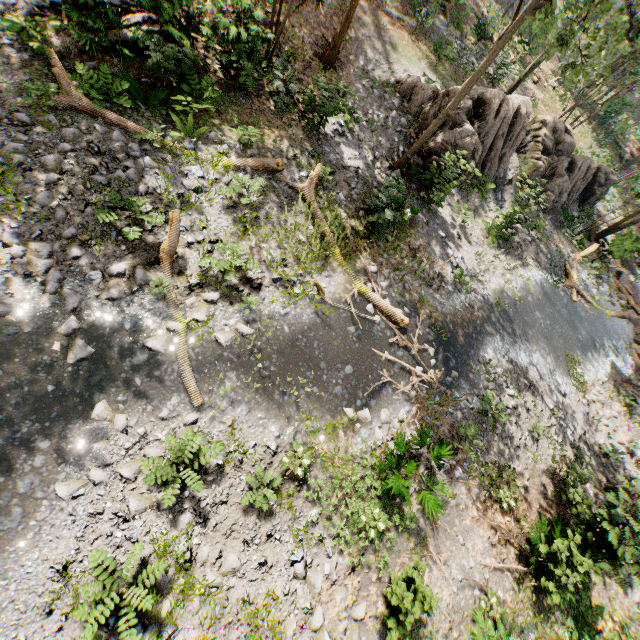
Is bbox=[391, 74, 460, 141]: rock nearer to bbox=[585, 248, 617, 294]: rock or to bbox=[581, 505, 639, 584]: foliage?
bbox=[581, 505, 639, 584]: foliage

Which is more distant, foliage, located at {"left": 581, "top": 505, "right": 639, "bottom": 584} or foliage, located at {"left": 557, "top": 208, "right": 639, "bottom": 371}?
foliage, located at {"left": 557, "top": 208, "right": 639, "bottom": 371}

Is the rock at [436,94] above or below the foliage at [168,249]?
above

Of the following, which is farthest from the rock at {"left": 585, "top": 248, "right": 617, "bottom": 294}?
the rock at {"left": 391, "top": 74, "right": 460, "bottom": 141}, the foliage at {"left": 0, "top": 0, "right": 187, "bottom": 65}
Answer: the rock at {"left": 391, "top": 74, "right": 460, "bottom": 141}

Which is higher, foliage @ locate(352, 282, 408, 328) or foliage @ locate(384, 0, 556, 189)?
foliage @ locate(384, 0, 556, 189)

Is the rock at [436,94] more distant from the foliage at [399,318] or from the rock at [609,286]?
the rock at [609,286]

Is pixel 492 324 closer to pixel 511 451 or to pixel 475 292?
pixel 475 292
